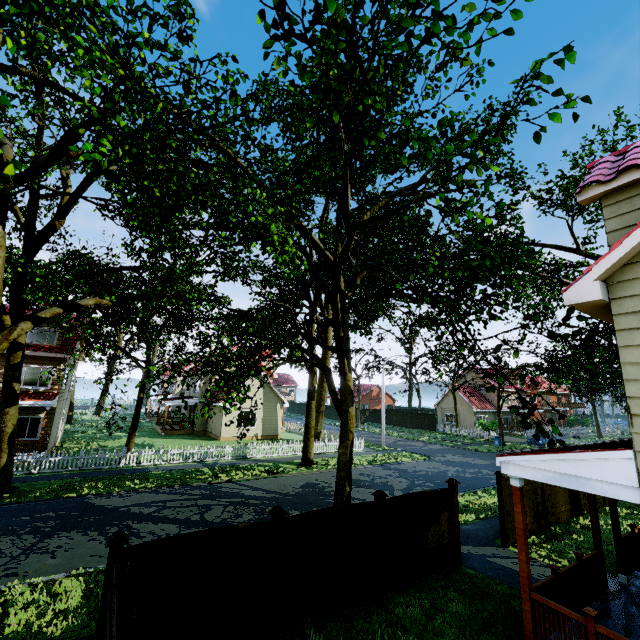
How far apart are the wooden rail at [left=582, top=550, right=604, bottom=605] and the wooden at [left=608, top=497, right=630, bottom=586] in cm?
118

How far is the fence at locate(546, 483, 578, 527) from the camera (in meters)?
12.21

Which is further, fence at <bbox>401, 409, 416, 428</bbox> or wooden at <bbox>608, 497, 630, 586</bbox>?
fence at <bbox>401, 409, 416, 428</bbox>

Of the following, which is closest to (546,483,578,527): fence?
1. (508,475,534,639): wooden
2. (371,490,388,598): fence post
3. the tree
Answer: (371,490,388,598): fence post

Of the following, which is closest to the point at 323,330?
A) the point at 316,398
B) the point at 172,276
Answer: the point at 172,276

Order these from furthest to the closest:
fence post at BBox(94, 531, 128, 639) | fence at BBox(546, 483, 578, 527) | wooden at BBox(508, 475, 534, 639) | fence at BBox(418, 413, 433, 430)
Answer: fence at BBox(418, 413, 433, 430), fence at BBox(546, 483, 578, 527), wooden at BBox(508, 475, 534, 639), fence post at BBox(94, 531, 128, 639)

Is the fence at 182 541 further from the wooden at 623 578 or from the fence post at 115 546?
the wooden at 623 578

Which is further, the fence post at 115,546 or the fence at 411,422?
the fence at 411,422
